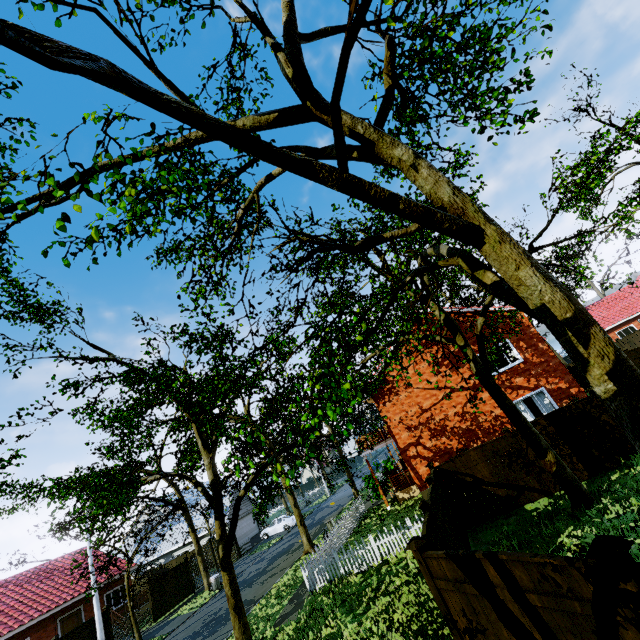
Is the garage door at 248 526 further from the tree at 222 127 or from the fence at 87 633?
the fence at 87 633

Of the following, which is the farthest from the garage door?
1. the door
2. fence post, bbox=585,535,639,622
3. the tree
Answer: fence post, bbox=585,535,639,622

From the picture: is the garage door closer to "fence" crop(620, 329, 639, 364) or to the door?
"fence" crop(620, 329, 639, 364)

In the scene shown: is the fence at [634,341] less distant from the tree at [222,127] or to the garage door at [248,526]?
the tree at [222,127]

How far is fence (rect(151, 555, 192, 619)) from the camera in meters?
23.1 m

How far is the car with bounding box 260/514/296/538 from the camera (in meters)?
34.53

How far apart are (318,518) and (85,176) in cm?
3515

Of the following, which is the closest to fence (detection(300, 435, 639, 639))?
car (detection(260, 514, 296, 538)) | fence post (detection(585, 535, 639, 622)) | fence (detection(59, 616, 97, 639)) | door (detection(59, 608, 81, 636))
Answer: fence post (detection(585, 535, 639, 622))
